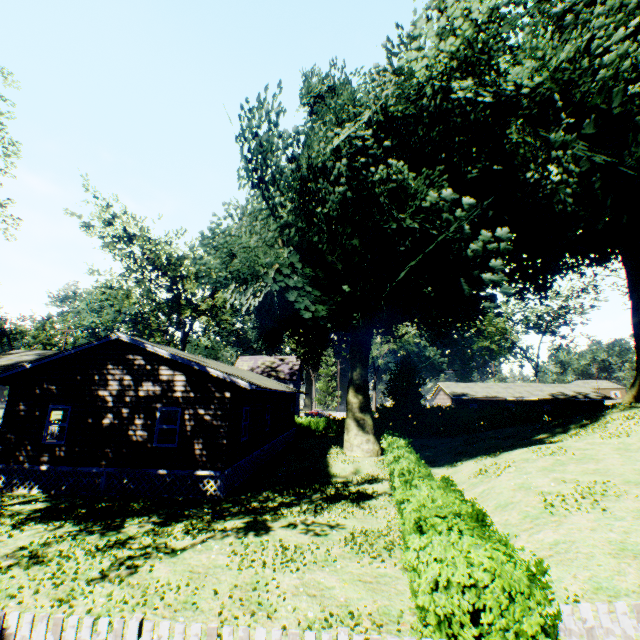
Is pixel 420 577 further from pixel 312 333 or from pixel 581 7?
pixel 312 333

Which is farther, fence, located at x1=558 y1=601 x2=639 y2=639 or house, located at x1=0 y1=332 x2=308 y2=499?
house, located at x1=0 y1=332 x2=308 y2=499

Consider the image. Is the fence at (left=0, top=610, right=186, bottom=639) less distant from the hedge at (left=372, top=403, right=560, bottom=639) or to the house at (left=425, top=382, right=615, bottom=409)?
the hedge at (left=372, top=403, right=560, bottom=639)

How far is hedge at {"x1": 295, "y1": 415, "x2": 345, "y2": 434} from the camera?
36.5m

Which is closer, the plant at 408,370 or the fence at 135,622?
the fence at 135,622

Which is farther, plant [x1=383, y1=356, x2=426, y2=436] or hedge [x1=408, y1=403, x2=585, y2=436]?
hedge [x1=408, y1=403, x2=585, y2=436]

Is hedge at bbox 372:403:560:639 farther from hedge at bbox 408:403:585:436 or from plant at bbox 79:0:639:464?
hedge at bbox 408:403:585:436

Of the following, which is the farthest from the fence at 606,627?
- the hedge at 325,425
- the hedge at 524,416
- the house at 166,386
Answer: the hedge at 524,416
